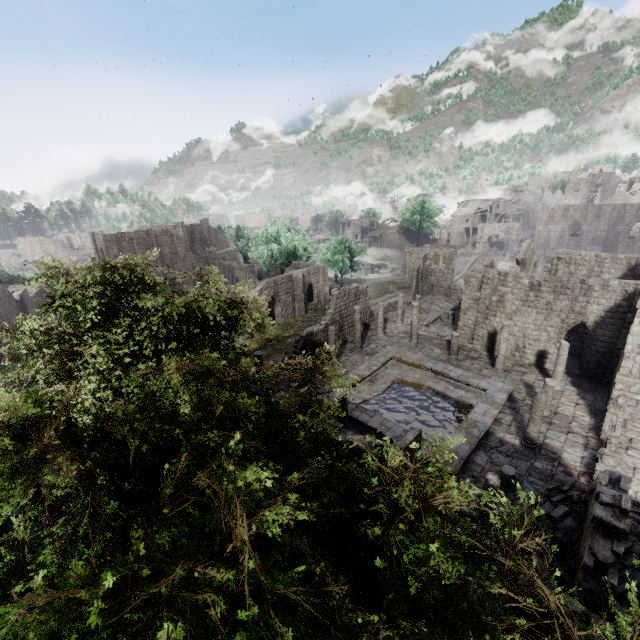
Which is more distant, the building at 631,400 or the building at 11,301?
the building at 11,301

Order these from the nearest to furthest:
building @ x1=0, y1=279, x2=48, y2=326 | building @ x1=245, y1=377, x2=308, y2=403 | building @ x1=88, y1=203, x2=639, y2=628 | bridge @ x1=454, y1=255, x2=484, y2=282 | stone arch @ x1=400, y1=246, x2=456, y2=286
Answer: building @ x1=88, y1=203, x2=639, y2=628
building @ x1=245, y1=377, x2=308, y2=403
building @ x1=0, y1=279, x2=48, y2=326
stone arch @ x1=400, y1=246, x2=456, y2=286
bridge @ x1=454, y1=255, x2=484, y2=282

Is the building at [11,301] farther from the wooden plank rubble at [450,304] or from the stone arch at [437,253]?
the stone arch at [437,253]

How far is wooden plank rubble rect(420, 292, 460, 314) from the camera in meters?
35.9 m

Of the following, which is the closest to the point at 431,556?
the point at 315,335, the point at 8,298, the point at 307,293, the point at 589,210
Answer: the point at 315,335

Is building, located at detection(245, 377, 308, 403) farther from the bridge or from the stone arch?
the bridge

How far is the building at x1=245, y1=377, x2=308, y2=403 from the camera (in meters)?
14.77

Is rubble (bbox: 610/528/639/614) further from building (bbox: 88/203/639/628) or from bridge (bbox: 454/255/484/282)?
bridge (bbox: 454/255/484/282)
